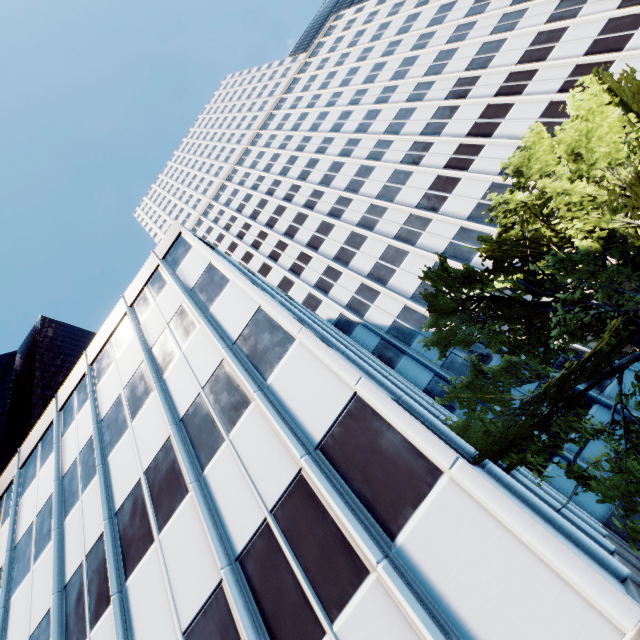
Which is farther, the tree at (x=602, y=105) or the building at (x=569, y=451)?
the building at (x=569, y=451)

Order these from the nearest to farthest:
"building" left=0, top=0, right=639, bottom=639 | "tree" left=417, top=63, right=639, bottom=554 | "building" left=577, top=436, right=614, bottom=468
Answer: "building" left=0, top=0, right=639, bottom=639 < "tree" left=417, top=63, right=639, bottom=554 < "building" left=577, top=436, right=614, bottom=468

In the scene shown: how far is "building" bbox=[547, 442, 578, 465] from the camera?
17.12m

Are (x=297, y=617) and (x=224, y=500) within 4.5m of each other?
yes

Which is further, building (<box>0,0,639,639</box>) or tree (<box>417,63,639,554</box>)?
tree (<box>417,63,639,554</box>)

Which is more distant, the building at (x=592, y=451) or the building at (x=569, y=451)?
the building at (x=569, y=451)

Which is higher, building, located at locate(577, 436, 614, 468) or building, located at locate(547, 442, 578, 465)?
building, located at locate(547, 442, 578, 465)

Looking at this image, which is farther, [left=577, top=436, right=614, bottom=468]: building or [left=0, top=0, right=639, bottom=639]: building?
[left=577, top=436, right=614, bottom=468]: building
